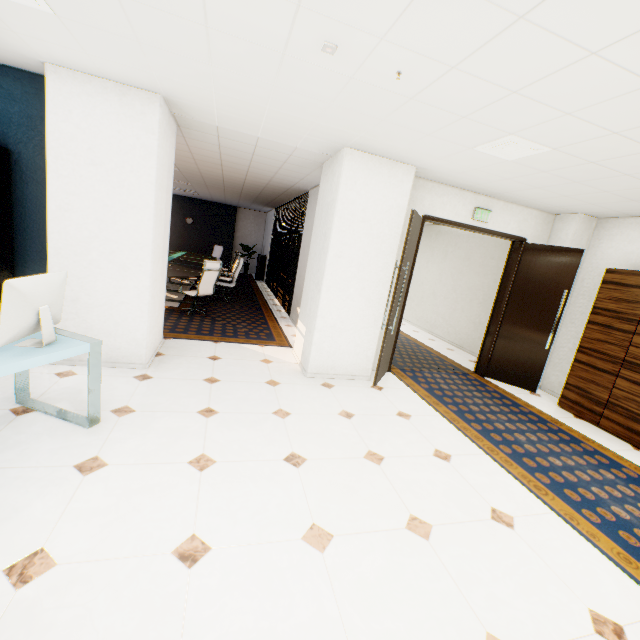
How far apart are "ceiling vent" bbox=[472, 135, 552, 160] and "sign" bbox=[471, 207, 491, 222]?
1.7 meters

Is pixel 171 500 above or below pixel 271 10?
below

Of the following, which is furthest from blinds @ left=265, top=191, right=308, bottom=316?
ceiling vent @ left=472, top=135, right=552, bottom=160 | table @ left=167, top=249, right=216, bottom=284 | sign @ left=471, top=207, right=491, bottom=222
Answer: ceiling vent @ left=472, top=135, right=552, bottom=160

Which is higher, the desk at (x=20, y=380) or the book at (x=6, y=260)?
the book at (x=6, y=260)

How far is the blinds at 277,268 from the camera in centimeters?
793cm

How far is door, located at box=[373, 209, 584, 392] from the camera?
4.5m

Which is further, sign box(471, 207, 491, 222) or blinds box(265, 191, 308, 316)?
blinds box(265, 191, 308, 316)

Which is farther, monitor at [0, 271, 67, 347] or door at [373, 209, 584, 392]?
door at [373, 209, 584, 392]
